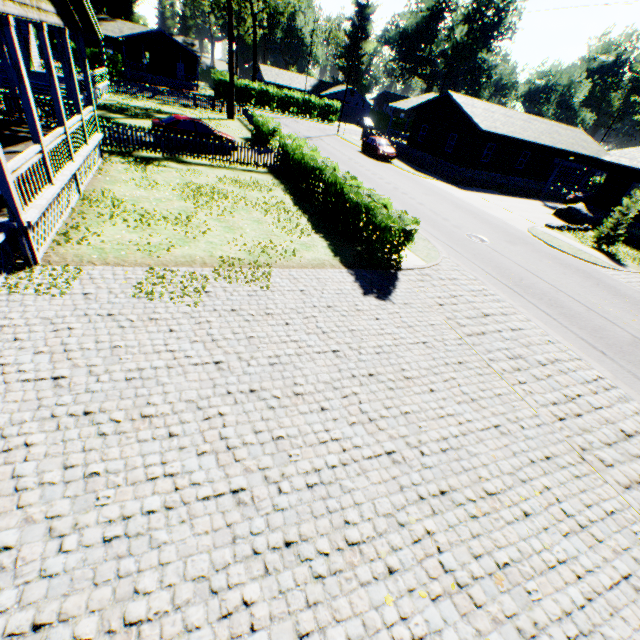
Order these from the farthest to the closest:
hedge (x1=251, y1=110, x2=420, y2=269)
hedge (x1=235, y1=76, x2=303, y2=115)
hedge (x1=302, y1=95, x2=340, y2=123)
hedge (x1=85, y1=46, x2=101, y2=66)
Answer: hedge (x1=302, y1=95, x2=340, y2=123) < hedge (x1=235, y1=76, x2=303, y2=115) < hedge (x1=85, y1=46, x2=101, y2=66) < hedge (x1=251, y1=110, x2=420, y2=269)

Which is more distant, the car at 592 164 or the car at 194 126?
the car at 592 164

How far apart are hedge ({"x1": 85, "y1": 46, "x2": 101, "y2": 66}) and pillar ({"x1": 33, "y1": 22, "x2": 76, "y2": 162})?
45.81m

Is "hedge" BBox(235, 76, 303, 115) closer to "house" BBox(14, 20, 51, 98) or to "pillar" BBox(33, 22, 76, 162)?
"house" BBox(14, 20, 51, 98)

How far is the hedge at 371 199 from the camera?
10.4m

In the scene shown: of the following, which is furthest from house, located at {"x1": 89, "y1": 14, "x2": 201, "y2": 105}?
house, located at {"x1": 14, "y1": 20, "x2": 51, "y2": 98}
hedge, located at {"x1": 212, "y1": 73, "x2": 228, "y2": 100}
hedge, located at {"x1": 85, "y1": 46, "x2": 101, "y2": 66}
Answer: house, located at {"x1": 14, "y1": 20, "x2": 51, "y2": 98}

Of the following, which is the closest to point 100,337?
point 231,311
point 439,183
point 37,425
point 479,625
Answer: point 37,425

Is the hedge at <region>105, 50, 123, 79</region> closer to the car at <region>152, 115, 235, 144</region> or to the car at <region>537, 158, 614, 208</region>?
the car at <region>152, 115, 235, 144</region>
